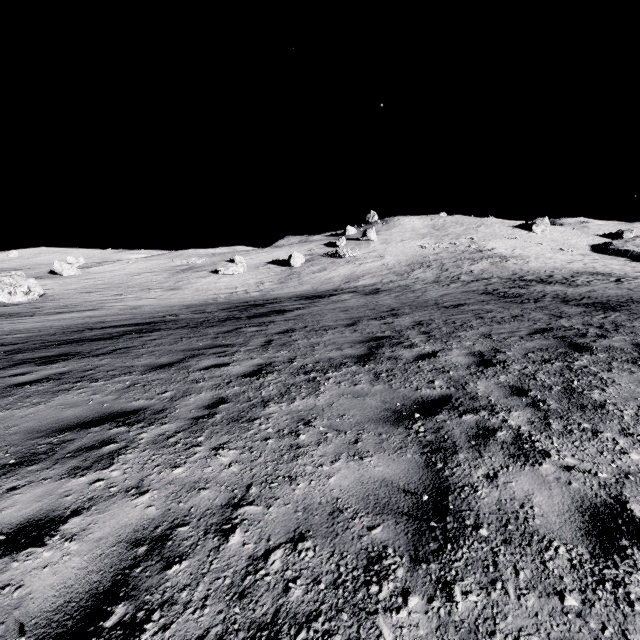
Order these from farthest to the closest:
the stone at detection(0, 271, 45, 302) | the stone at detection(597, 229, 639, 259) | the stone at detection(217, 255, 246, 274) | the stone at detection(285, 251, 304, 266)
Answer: the stone at detection(597, 229, 639, 259) < the stone at detection(285, 251, 304, 266) < the stone at detection(217, 255, 246, 274) < the stone at detection(0, 271, 45, 302)

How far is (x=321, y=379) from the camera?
5.23m

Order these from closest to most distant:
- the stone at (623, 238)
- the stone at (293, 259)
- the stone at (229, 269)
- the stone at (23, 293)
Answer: the stone at (23, 293), the stone at (229, 269), the stone at (293, 259), the stone at (623, 238)

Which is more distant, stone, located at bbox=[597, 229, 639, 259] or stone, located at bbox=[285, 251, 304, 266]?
stone, located at bbox=[597, 229, 639, 259]

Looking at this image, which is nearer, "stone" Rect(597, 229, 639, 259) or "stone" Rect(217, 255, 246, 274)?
"stone" Rect(217, 255, 246, 274)

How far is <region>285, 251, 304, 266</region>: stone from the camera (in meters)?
44.91

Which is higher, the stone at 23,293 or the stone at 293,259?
the stone at 293,259

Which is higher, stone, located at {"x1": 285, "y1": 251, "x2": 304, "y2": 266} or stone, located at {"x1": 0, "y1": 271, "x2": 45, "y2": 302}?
stone, located at {"x1": 285, "y1": 251, "x2": 304, "y2": 266}
